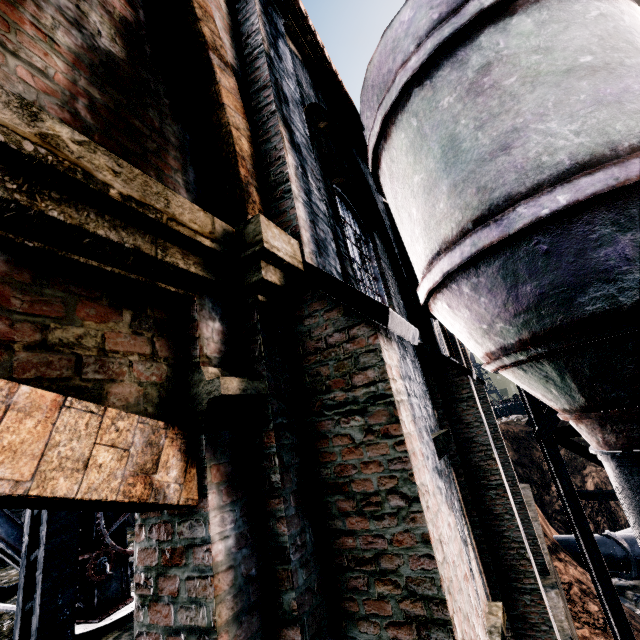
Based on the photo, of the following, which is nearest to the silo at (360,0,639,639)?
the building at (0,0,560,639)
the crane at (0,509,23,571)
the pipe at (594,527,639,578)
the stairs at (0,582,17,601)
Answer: the building at (0,0,560,639)

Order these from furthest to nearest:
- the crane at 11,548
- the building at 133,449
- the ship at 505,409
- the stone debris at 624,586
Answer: the ship at 505,409
the stone debris at 624,586
the crane at 11,548
the building at 133,449

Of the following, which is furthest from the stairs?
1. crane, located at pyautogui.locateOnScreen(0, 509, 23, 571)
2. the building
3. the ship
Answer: the ship

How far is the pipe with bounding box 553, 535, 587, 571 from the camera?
17.0m

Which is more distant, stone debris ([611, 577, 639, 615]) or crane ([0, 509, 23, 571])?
stone debris ([611, 577, 639, 615])

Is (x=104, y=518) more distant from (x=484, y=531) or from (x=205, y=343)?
(x=484, y=531)

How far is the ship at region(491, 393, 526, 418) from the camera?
53.2m

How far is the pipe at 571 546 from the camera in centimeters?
1695cm
